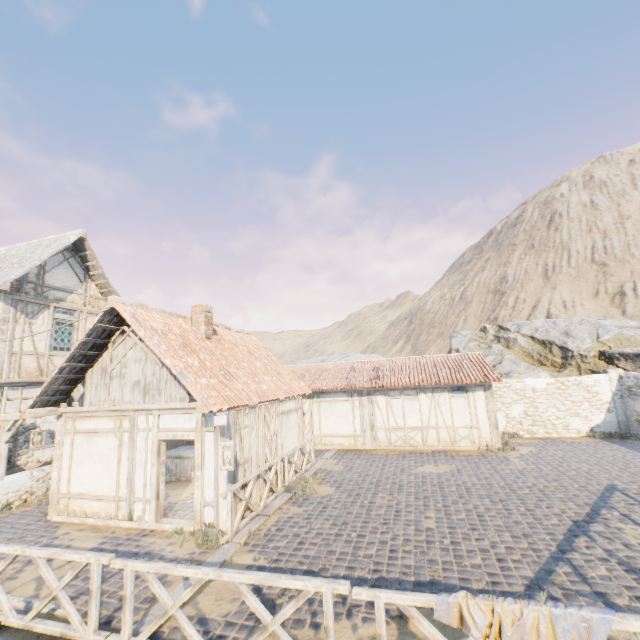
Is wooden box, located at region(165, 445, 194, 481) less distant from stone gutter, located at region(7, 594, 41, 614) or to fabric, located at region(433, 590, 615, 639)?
stone gutter, located at region(7, 594, 41, 614)

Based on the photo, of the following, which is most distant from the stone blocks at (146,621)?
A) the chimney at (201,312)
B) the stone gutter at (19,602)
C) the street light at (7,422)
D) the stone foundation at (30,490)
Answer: the chimney at (201,312)

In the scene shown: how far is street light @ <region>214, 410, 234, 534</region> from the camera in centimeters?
672cm

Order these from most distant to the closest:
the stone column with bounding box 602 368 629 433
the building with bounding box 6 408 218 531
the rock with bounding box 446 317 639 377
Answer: the rock with bounding box 446 317 639 377
the stone column with bounding box 602 368 629 433
the building with bounding box 6 408 218 531

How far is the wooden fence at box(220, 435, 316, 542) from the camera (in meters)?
7.37

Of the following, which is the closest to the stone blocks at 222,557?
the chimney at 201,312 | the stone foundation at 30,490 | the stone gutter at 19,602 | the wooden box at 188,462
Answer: the stone gutter at 19,602

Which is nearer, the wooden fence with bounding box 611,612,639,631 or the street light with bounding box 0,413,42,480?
the wooden fence with bounding box 611,612,639,631

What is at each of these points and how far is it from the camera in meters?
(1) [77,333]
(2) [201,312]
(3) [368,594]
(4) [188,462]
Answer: (1) building, 13.1 m
(2) chimney, 11.1 m
(3) wooden fence, 3.6 m
(4) wooden box, 12.4 m
